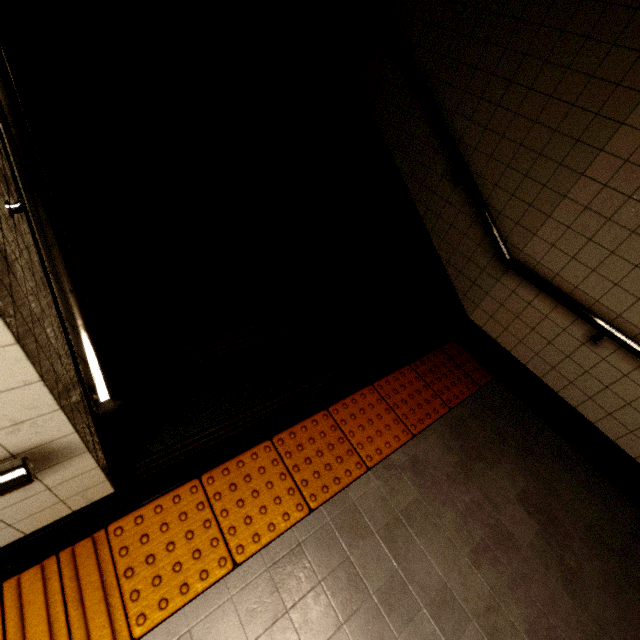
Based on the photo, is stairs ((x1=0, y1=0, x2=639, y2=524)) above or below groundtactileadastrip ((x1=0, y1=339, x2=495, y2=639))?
above

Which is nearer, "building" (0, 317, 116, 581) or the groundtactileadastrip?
"building" (0, 317, 116, 581)

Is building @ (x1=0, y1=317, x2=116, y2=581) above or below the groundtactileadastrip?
above

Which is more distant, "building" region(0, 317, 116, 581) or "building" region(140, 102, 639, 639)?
"building" region(140, 102, 639, 639)

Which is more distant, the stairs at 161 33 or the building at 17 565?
the stairs at 161 33

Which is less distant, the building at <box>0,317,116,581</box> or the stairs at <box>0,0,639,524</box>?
the building at <box>0,317,116,581</box>

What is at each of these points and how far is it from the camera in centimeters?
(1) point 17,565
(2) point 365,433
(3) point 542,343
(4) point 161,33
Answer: (1) building, 135cm
(2) groundtactileadastrip, 225cm
(3) building, 246cm
(4) stairs, 236cm

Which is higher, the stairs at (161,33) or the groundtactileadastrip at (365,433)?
the stairs at (161,33)
